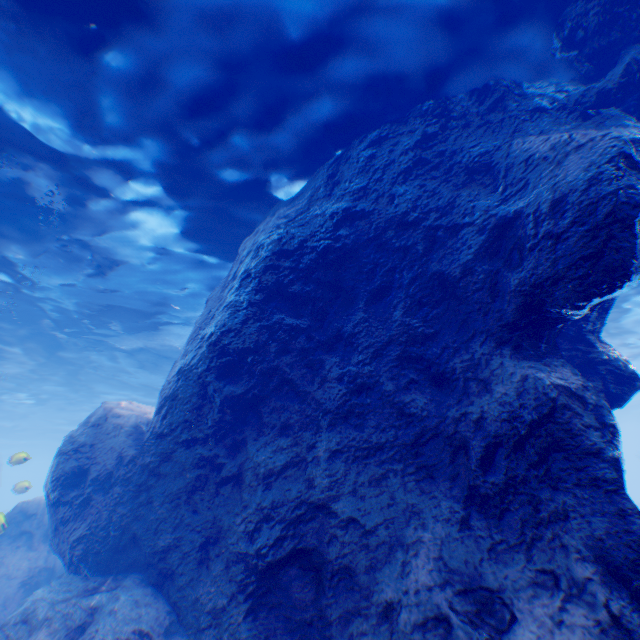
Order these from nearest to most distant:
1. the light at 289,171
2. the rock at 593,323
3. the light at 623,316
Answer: the rock at 593,323 < the light at 289,171 < the light at 623,316

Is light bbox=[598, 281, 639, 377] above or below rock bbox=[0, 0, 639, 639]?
above

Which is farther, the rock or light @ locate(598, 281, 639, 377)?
light @ locate(598, 281, 639, 377)

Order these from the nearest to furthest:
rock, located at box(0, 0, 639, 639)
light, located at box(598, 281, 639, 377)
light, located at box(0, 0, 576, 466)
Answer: rock, located at box(0, 0, 639, 639) → light, located at box(0, 0, 576, 466) → light, located at box(598, 281, 639, 377)

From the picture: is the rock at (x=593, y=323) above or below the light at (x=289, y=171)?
below

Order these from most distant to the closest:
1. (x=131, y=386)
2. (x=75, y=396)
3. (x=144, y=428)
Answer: (x=75, y=396), (x=131, y=386), (x=144, y=428)
